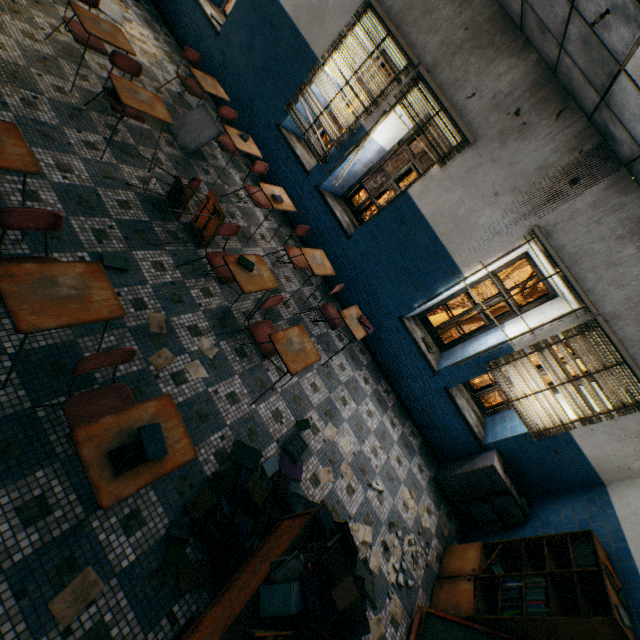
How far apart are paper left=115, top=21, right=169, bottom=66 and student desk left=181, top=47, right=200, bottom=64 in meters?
0.5 m

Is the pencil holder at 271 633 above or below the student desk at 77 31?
above

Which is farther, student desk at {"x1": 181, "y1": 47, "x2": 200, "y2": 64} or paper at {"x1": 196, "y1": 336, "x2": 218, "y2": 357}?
student desk at {"x1": 181, "y1": 47, "x2": 200, "y2": 64}

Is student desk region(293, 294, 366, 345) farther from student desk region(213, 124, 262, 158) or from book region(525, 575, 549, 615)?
book region(525, 575, 549, 615)

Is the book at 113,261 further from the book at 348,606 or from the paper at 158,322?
the book at 348,606

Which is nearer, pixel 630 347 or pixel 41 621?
pixel 41 621

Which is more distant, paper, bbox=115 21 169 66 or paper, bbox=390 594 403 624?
paper, bbox=115 21 169 66

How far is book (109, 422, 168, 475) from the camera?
1.7m
